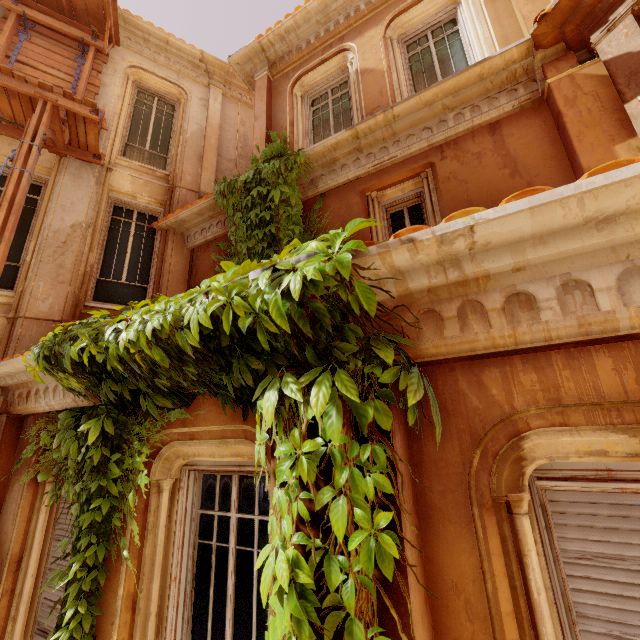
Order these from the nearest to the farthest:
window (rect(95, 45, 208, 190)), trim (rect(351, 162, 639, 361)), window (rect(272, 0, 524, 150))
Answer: trim (rect(351, 162, 639, 361))
window (rect(272, 0, 524, 150))
window (rect(95, 45, 208, 190))

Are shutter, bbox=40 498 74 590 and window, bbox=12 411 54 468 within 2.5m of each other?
yes

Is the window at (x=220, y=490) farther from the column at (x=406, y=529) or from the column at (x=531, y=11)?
the column at (x=531, y=11)

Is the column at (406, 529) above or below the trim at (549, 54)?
below

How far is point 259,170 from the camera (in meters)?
6.17

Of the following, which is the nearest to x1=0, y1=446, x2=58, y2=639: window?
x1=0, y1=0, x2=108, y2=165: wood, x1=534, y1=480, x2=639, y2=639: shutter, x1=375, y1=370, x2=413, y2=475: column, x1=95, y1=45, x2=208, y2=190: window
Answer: x1=375, y1=370, x2=413, y2=475: column

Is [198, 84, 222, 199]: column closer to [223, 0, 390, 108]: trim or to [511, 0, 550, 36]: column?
[223, 0, 390, 108]: trim

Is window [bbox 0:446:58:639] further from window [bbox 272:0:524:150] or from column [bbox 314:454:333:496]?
window [bbox 272:0:524:150]
